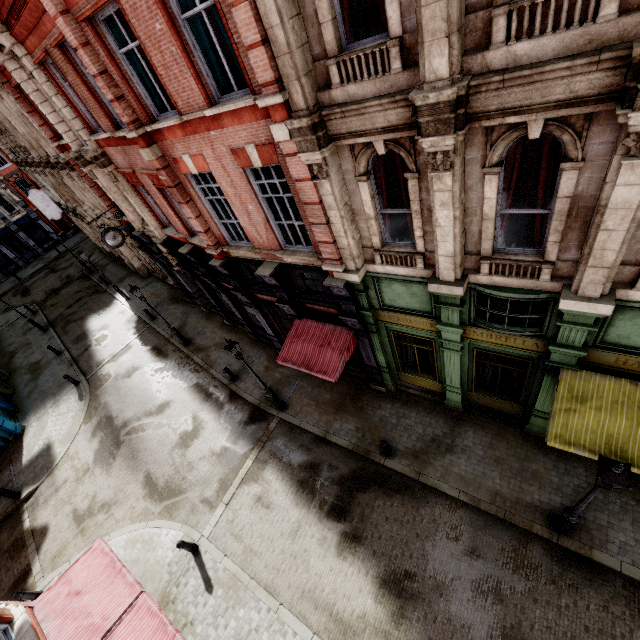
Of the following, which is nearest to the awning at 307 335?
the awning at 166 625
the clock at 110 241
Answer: the awning at 166 625

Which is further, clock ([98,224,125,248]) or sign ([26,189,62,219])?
sign ([26,189,62,219])

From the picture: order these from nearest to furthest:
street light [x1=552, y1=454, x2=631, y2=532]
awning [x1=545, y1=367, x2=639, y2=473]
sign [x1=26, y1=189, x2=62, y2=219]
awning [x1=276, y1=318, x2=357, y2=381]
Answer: street light [x1=552, y1=454, x2=631, y2=532] < awning [x1=545, y1=367, x2=639, y2=473] < awning [x1=276, y1=318, x2=357, y2=381] < sign [x1=26, y1=189, x2=62, y2=219]

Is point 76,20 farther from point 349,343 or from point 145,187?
point 349,343

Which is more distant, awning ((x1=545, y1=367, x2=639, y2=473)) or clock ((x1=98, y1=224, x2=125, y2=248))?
clock ((x1=98, y1=224, x2=125, y2=248))

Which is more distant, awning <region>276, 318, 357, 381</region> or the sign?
the sign

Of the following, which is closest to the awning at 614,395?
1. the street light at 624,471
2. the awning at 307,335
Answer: the street light at 624,471

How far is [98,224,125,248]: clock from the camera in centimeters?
1549cm
